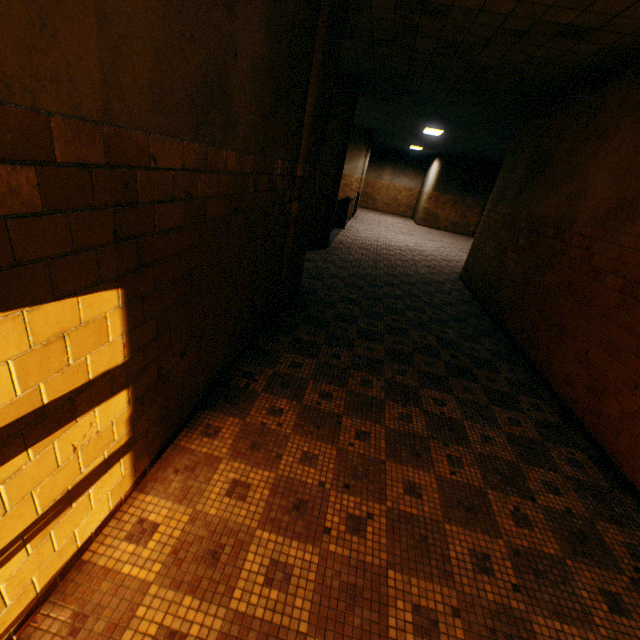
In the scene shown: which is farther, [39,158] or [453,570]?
[453,570]

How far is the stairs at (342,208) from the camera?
11.36m

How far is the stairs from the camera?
11.4m
